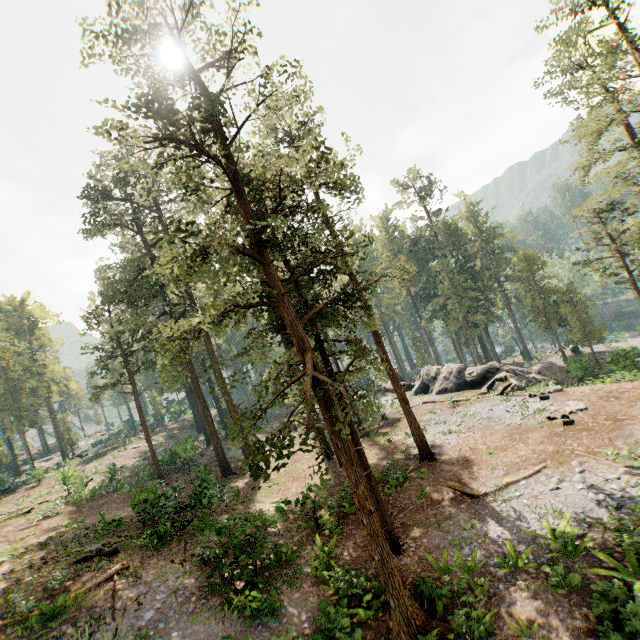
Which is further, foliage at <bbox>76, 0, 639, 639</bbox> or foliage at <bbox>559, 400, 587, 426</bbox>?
foliage at <bbox>559, 400, 587, 426</bbox>

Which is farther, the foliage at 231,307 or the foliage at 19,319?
the foliage at 19,319

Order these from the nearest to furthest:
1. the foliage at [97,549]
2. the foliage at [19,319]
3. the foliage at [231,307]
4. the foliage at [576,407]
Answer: the foliage at [231,307] < the foliage at [97,549] < the foliage at [576,407] < the foliage at [19,319]

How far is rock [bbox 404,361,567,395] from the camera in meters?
28.1 m

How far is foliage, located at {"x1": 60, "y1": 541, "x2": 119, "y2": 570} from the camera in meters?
15.7 m

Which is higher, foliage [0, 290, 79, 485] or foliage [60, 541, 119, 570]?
foliage [0, 290, 79, 485]

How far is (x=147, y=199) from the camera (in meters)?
32.78
